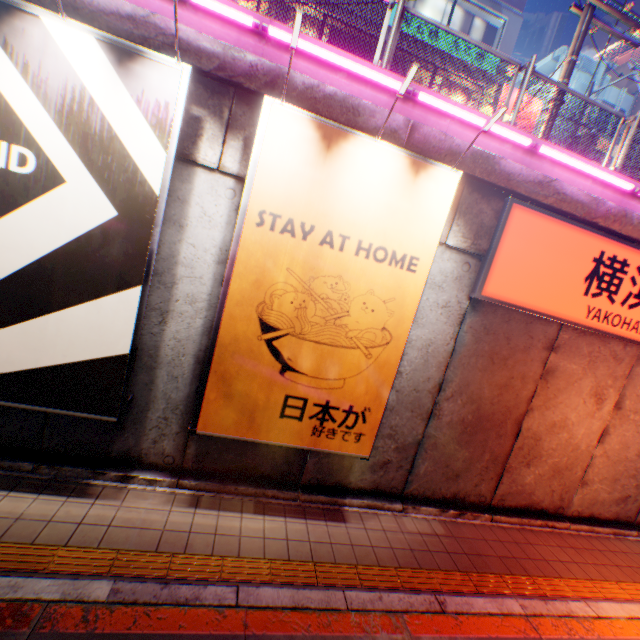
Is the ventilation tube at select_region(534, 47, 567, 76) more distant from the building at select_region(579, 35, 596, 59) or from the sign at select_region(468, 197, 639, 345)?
the building at select_region(579, 35, 596, 59)

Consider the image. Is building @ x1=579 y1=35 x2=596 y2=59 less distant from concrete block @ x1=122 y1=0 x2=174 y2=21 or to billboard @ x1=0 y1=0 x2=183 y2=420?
concrete block @ x1=122 y1=0 x2=174 y2=21

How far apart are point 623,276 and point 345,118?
5.7 meters

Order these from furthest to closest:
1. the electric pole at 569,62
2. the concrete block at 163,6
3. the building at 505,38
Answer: the building at 505,38 → the electric pole at 569,62 → the concrete block at 163,6

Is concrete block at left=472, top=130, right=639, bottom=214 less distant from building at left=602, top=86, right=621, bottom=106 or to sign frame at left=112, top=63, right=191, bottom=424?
sign frame at left=112, top=63, right=191, bottom=424

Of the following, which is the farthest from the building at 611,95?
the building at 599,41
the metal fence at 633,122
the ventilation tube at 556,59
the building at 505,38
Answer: the building at 599,41

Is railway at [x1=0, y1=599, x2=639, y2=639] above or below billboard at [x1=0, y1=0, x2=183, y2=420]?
below

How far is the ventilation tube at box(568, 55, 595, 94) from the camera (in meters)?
17.50
